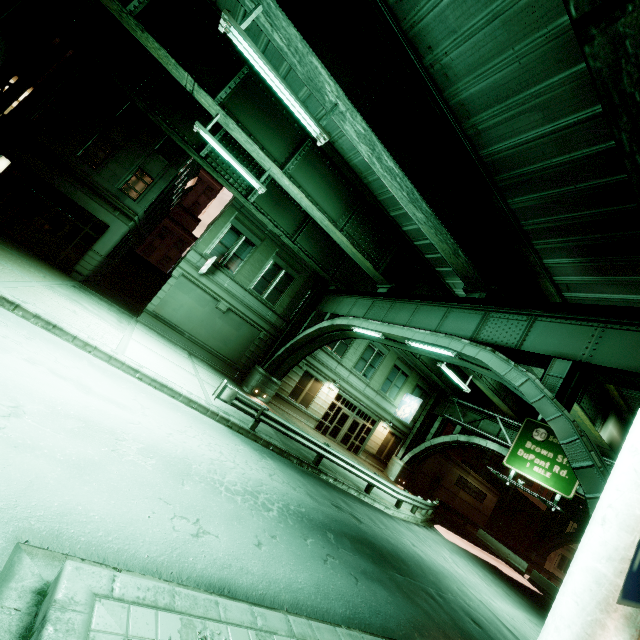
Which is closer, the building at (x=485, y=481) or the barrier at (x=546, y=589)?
the barrier at (x=546, y=589)

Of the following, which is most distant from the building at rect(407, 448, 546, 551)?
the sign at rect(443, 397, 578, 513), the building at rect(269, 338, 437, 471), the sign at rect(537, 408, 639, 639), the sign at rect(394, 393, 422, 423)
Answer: the sign at rect(537, 408, 639, 639)

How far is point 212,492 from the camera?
6.2 meters

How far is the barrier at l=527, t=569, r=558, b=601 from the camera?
23.5 meters

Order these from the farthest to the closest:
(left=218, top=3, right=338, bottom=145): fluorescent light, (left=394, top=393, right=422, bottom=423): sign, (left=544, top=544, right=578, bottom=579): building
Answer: (left=544, top=544, right=578, bottom=579): building, (left=394, top=393, right=422, bottom=423): sign, (left=218, top=3, right=338, bottom=145): fluorescent light

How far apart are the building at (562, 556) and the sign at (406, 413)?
38.1m

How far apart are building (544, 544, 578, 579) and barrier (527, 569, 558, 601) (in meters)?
26.80

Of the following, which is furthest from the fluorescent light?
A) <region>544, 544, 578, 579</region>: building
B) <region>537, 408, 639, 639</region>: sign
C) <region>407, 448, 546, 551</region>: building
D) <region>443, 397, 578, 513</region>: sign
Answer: <region>544, 544, 578, 579</region>: building
